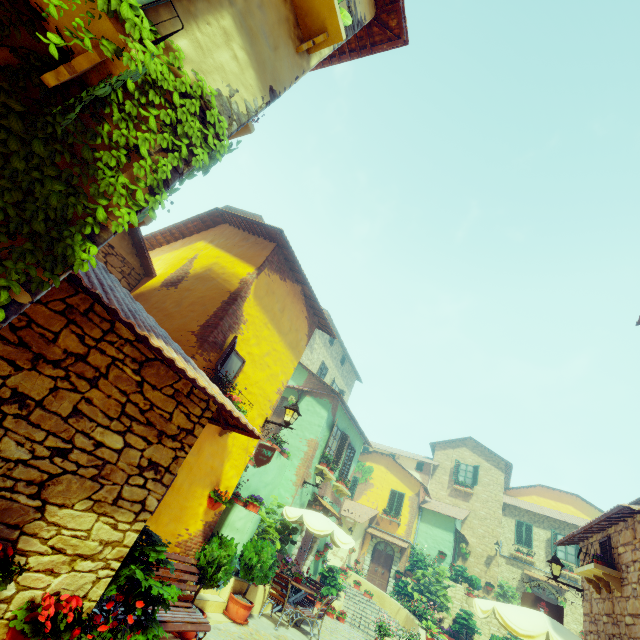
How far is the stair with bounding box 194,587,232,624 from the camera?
7.04m

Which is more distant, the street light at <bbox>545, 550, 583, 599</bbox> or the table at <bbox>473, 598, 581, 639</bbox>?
the street light at <bbox>545, 550, 583, 599</bbox>

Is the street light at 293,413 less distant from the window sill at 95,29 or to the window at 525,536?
the window sill at 95,29

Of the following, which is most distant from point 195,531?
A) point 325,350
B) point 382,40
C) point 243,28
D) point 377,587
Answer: point 377,587

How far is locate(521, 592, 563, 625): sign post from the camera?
8.5 meters

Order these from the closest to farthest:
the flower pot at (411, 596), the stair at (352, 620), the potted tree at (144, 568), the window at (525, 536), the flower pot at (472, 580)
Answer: the potted tree at (144, 568) < the stair at (352, 620) < the flower pot at (411, 596) < the flower pot at (472, 580) < the window at (525, 536)

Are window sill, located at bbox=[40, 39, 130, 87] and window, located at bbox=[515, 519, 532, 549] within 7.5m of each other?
no

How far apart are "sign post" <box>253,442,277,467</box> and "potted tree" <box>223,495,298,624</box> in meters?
3.9
